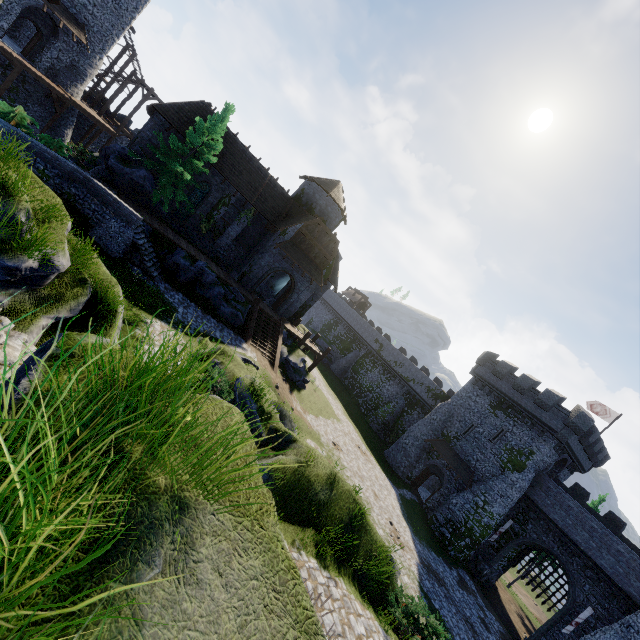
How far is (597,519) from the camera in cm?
2866

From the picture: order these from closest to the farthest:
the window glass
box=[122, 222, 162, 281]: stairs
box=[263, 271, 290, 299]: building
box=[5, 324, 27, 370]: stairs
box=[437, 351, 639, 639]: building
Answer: box=[5, 324, 27, 370]: stairs
box=[122, 222, 162, 281]: stairs
box=[437, 351, 639, 639]: building
the window glass
box=[263, 271, 290, 299]: building

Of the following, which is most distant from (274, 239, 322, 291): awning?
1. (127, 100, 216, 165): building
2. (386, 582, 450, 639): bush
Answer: (386, 582, 450, 639): bush

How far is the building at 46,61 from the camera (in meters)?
27.73

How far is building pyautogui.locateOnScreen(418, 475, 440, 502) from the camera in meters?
37.0

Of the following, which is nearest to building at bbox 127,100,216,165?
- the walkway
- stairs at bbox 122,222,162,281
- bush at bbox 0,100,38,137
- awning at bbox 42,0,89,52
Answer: stairs at bbox 122,222,162,281

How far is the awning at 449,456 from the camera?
30.7m

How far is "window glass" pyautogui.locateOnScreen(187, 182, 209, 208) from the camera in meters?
26.9
